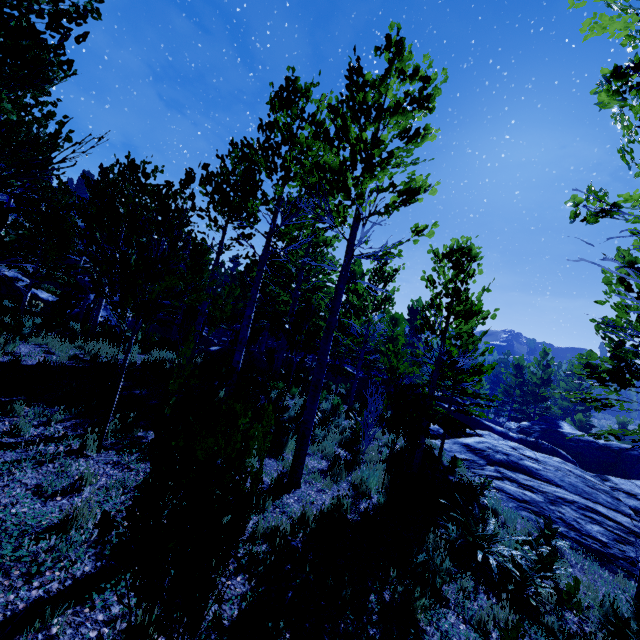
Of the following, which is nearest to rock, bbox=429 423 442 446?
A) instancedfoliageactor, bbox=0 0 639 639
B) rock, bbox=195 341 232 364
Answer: instancedfoliageactor, bbox=0 0 639 639

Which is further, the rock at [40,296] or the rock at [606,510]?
the rock at [40,296]

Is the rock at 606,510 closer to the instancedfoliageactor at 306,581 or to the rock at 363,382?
the instancedfoliageactor at 306,581

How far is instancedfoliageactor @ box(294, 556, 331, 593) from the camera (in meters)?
3.96

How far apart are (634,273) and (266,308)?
19.4 meters

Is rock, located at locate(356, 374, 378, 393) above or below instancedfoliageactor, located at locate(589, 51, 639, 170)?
below

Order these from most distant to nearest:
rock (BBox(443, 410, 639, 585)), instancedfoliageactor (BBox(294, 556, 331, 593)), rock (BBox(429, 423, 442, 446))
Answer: rock (BBox(429, 423, 442, 446))
rock (BBox(443, 410, 639, 585))
instancedfoliageactor (BBox(294, 556, 331, 593))
